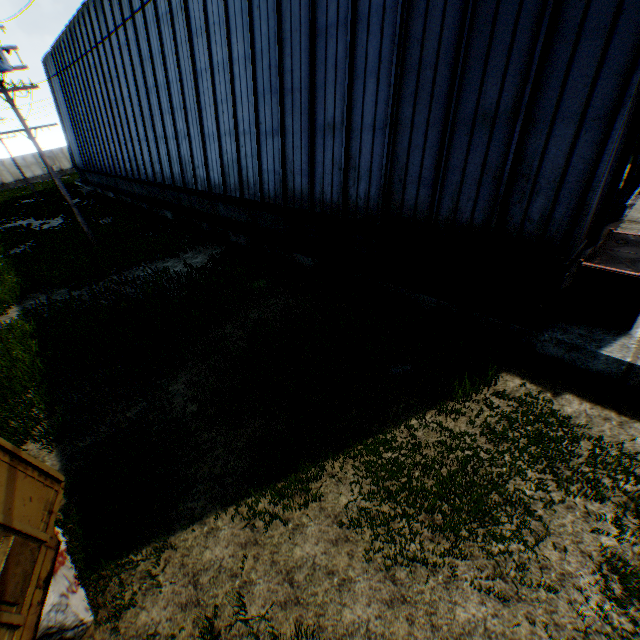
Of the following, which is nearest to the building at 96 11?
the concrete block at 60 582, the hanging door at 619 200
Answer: the hanging door at 619 200

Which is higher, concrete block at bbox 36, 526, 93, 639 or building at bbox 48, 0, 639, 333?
building at bbox 48, 0, 639, 333

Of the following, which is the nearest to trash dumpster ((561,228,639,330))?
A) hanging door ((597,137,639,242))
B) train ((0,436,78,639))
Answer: hanging door ((597,137,639,242))

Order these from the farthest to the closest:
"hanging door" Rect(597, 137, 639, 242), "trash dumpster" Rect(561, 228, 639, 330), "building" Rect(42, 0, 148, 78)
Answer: "building" Rect(42, 0, 148, 78) < "hanging door" Rect(597, 137, 639, 242) < "trash dumpster" Rect(561, 228, 639, 330)

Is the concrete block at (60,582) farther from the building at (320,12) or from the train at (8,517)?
the building at (320,12)

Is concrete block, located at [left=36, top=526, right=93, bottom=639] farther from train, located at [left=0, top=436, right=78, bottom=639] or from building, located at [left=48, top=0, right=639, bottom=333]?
building, located at [left=48, top=0, right=639, bottom=333]

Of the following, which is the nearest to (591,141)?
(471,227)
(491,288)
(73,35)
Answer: (471,227)

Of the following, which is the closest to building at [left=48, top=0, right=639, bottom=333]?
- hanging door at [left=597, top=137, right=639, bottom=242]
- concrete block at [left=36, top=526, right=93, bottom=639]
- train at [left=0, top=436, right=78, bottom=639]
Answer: hanging door at [left=597, top=137, right=639, bottom=242]
